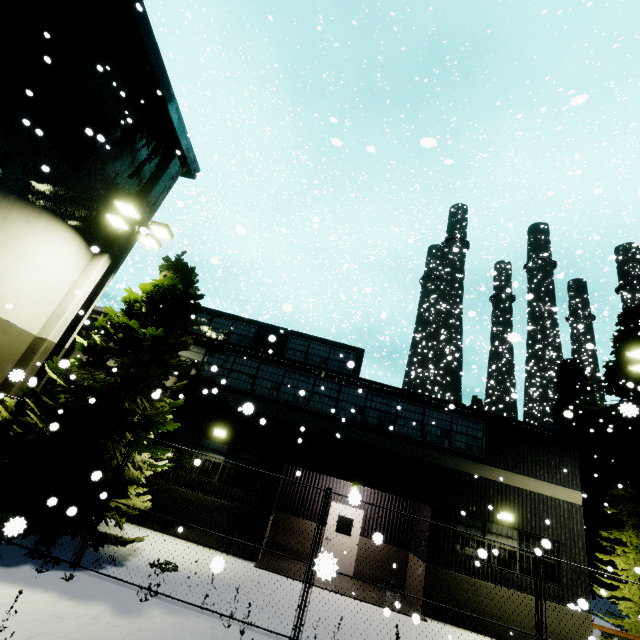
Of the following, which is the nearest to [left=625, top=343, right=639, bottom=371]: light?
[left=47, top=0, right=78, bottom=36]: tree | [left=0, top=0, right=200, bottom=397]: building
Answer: [left=47, top=0, right=78, bottom=36]: tree

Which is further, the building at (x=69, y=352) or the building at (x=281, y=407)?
the building at (x=281, y=407)

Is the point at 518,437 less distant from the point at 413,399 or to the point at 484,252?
the point at 413,399

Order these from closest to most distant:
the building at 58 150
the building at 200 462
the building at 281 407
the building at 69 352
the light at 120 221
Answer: the building at 69 352 → the building at 58 150 → the light at 120 221 → the building at 200 462 → the building at 281 407

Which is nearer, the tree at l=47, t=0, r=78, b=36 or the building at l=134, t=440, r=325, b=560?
the tree at l=47, t=0, r=78, b=36

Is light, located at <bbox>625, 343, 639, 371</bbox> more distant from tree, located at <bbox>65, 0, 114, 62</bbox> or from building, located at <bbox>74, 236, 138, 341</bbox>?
building, located at <bbox>74, 236, 138, 341</bbox>

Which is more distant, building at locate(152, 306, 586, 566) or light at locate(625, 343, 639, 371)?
building at locate(152, 306, 586, 566)

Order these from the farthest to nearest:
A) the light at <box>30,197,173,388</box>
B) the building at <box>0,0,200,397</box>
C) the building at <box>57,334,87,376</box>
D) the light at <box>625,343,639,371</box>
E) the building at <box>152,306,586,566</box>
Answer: the building at <box>152,306,586,566</box> < the light at <box>625,343,639,371</box> < the light at <box>30,197,173,388</box> < the building at <box>0,0,200,397</box> < the building at <box>57,334,87,376</box>
